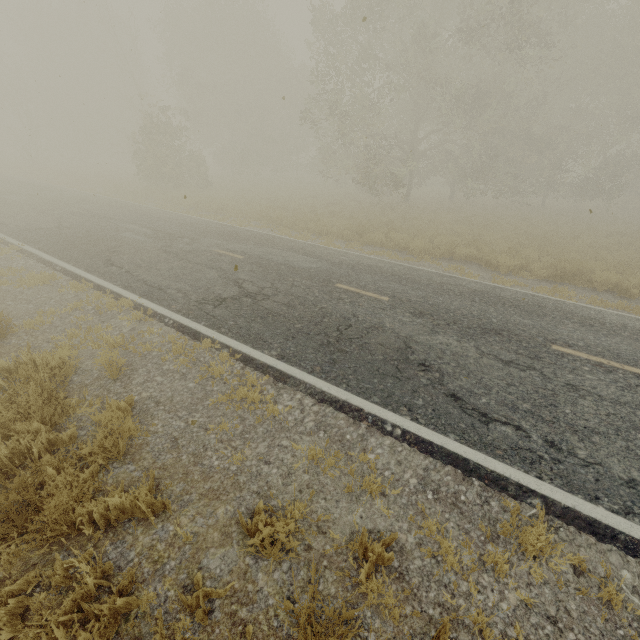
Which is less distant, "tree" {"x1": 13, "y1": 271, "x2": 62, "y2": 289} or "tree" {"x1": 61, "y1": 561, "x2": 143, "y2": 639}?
"tree" {"x1": 61, "y1": 561, "x2": 143, "y2": 639}

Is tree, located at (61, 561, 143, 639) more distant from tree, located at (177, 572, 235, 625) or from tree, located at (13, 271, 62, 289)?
tree, located at (13, 271, 62, 289)

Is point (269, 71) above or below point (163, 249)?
above

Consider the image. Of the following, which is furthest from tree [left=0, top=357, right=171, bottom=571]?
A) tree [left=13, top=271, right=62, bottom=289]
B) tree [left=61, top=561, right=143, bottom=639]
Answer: tree [left=13, top=271, right=62, bottom=289]

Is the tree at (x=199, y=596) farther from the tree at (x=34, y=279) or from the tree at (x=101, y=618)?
the tree at (x=34, y=279)

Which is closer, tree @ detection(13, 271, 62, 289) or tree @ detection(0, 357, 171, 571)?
tree @ detection(0, 357, 171, 571)

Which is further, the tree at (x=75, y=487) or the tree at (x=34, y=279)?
the tree at (x=34, y=279)
